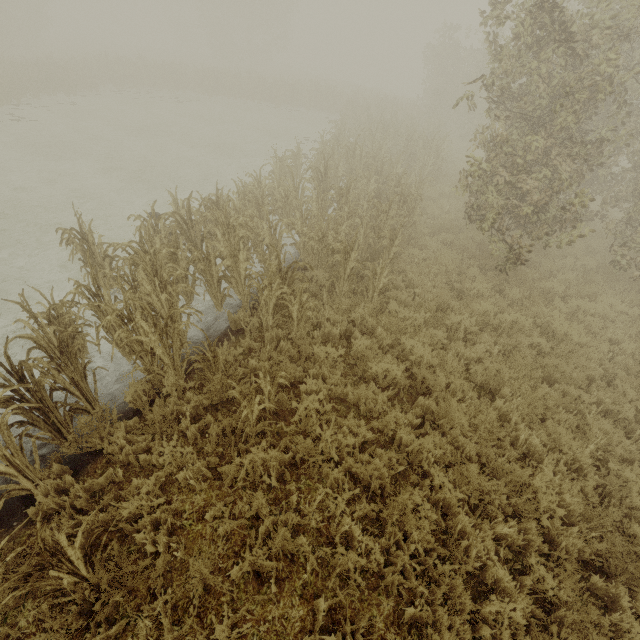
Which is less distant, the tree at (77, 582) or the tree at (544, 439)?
the tree at (77, 582)

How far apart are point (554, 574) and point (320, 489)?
2.8m

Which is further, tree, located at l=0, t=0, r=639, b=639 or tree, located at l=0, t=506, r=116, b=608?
tree, located at l=0, t=0, r=639, b=639
